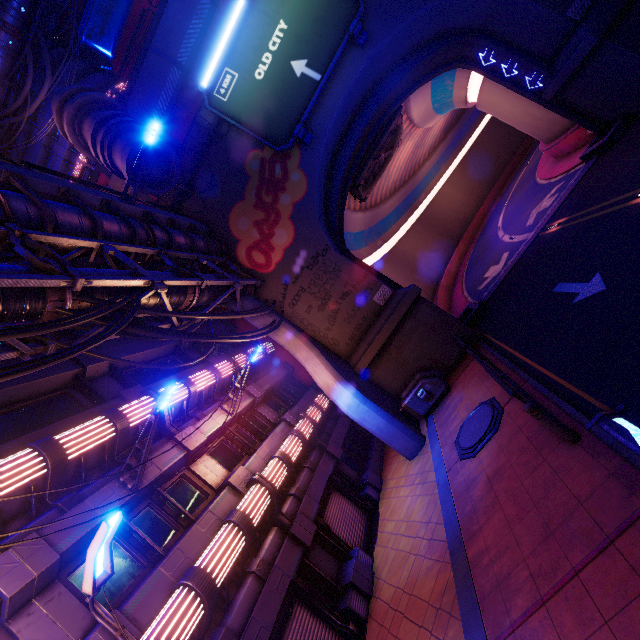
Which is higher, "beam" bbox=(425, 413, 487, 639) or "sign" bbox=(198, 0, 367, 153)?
"sign" bbox=(198, 0, 367, 153)

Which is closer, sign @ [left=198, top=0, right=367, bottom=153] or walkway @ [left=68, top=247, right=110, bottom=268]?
walkway @ [left=68, top=247, right=110, bottom=268]

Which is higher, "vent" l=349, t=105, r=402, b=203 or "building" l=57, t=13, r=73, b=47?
"building" l=57, t=13, r=73, b=47

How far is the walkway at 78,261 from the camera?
10.4 meters

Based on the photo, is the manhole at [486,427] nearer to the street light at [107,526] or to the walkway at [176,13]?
the street light at [107,526]

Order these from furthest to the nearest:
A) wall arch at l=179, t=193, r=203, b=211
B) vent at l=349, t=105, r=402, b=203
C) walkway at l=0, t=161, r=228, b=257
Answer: vent at l=349, t=105, r=402, b=203
wall arch at l=179, t=193, r=203, b=211
walkway at l=0, t=161, r=228, b=257

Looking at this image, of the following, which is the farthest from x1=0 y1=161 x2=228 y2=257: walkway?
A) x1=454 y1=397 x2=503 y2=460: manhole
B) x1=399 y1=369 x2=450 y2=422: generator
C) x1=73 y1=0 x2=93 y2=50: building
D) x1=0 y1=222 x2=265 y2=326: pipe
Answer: x1=73 y1=0 x2=93 y2=50: building

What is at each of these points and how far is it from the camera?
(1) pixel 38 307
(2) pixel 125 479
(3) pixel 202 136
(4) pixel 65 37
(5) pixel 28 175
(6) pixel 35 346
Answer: (1) pipe, 7.25m
(2) street light, 8.37m
(3) wall arch, 17.61m
(4) building, 31.81m
(5) walkway, 9.35m
(6) pipe, 7.68m
